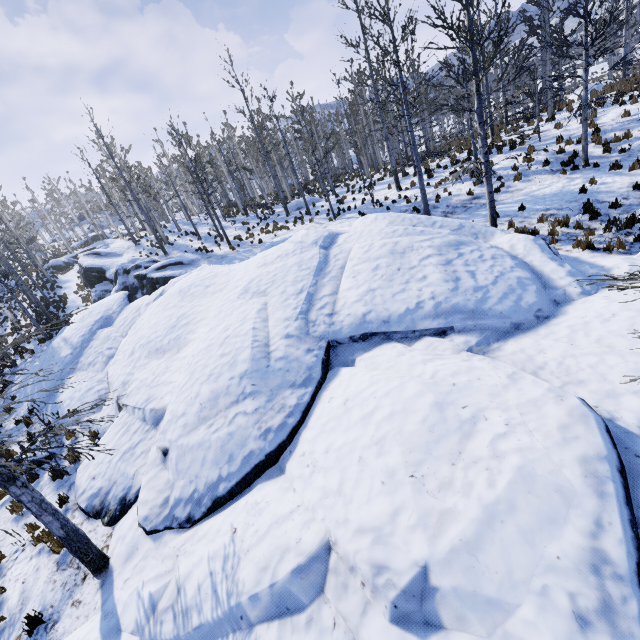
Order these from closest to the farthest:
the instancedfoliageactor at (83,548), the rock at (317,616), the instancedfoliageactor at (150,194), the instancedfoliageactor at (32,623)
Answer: the rock at (317,616), the instancedfoliageactor at (83,548), the instancedfoliageactor at (32,623), the instancedfoliageactor at (150,194)

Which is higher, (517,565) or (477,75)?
(477,75)

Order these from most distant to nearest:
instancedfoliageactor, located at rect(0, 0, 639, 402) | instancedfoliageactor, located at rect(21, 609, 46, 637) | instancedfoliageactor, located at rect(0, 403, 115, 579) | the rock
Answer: instancedfoliageactor, located at rect(0, 0, 639, 402)
instancedfoliageactor, located at rect(21, 609, 46, 637)
instancedfoliageactor, located at rect(0, 403, 115, 579)
the rock

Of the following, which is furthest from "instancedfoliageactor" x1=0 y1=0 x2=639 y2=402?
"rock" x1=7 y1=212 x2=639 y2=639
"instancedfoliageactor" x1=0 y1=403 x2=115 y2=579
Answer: "instancedfoliageactor" x1=0 y1=403 x2=115 y2=579

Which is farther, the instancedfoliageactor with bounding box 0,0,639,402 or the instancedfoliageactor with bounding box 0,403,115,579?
the instancedfoliageactor with bounding box 0,0,639,402

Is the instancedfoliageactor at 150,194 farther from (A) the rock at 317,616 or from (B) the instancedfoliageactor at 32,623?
(B) the instancedfoliageactor at 32,623

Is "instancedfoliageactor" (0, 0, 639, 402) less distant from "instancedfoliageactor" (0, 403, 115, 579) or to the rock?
the rock
